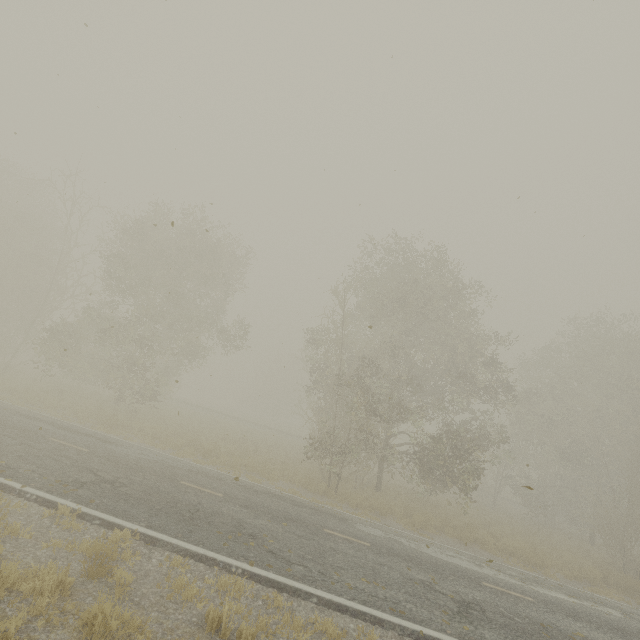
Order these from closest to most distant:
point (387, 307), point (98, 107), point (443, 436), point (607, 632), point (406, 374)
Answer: point (607, 632) → point (98, 107) → point (443, 436) → point (406, 374) → point (387, 307)

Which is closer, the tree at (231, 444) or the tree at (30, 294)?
the tree at (231, 444)

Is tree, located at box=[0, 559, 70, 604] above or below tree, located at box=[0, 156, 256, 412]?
below

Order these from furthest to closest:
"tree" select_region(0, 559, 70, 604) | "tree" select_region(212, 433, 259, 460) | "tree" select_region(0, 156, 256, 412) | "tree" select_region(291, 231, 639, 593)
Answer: "tree" select_region(0, 156, 256, 412), "tree" select_region(212, 433, 259, 460), "tree" select_region(291, 231, 639, 593), "tree" select_region(0, 559, 70, 604)

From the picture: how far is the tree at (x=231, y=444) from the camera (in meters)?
18.85

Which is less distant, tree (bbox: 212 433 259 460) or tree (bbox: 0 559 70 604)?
tree (bbox: 0 559 70 604)

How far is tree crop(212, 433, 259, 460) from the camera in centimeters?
1885cm
